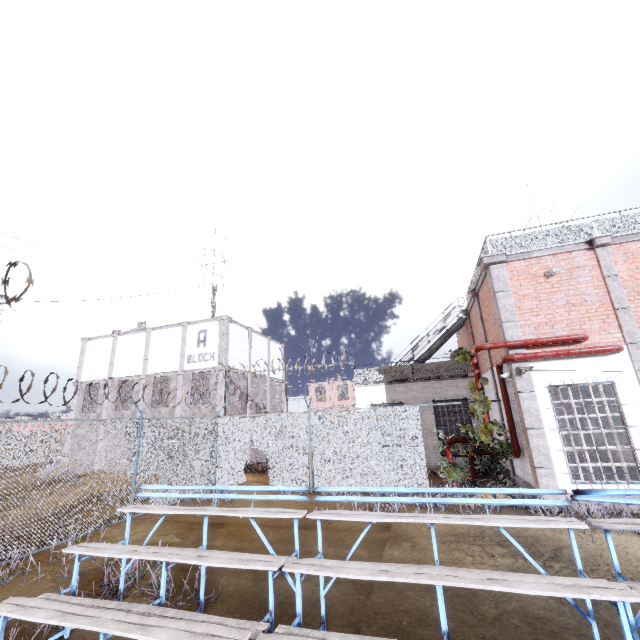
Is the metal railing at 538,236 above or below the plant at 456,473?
above

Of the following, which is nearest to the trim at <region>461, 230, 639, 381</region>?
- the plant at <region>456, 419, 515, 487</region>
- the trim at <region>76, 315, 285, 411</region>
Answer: the plant at <region>456, 419, 515, 487</region>

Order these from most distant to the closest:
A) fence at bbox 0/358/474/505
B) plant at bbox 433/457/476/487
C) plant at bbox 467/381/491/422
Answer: plant at bbox 433/457/476/487
plant at bbox 467/381/491/422
fence at bbox 0/358/474/505

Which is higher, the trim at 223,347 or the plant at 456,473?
the trim at 223,347

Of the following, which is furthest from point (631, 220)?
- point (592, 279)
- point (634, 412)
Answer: point (634, 412)

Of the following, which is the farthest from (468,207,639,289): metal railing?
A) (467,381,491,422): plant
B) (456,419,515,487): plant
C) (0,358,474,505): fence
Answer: (456,419,515,487): plant

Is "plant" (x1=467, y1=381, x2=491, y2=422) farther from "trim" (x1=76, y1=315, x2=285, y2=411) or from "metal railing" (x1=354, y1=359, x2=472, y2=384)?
"trim" (x1=76, y1=315, x2=285, y2=411)
